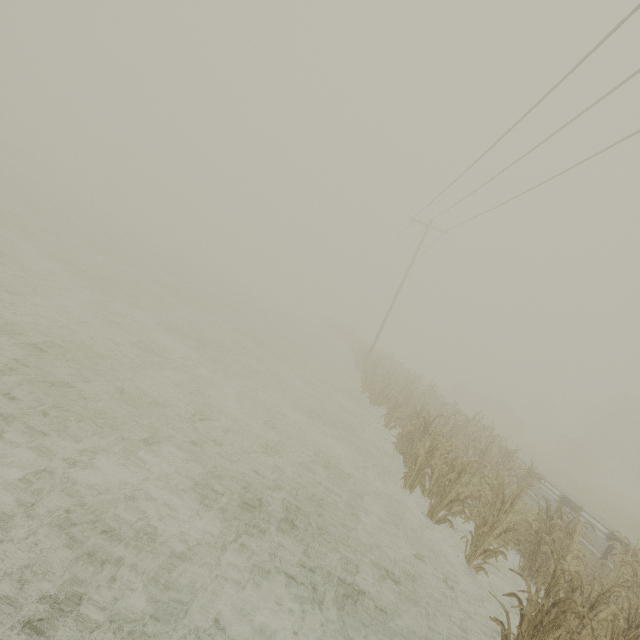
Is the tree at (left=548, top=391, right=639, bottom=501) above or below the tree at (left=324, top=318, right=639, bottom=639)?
above

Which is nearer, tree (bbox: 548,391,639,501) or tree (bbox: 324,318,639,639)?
tree (bbox: 324,318,639,639)

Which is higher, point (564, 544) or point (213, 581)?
point (564, 544)

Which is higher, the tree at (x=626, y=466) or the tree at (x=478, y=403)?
the tree at (x=626, y=466)

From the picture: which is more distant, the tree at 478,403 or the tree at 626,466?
the tree at 626,466
